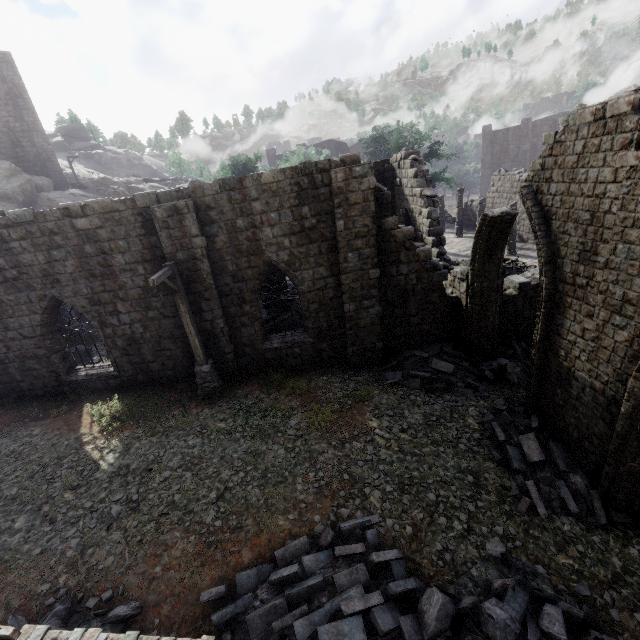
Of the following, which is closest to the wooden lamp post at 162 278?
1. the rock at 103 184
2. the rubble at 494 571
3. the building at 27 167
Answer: the building at 27 167

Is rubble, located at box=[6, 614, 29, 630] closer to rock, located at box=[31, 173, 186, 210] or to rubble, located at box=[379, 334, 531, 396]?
rubble, located at box=[379, 334, 531, 396]

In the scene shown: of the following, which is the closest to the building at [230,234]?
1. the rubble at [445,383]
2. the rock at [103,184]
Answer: the rubble at [445,383]

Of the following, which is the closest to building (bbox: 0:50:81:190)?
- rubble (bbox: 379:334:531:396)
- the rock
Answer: rubble (bbox: 379:334:531:396)

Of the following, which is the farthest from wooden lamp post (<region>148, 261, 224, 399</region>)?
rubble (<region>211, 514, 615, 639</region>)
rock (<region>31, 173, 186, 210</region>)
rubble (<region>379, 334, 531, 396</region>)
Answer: rock (<region>31, 173, 186, 210</region>)

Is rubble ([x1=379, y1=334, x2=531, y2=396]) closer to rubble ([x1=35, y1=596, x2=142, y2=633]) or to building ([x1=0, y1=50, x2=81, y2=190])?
building ([x1=0, y1=50, x2=81, y2=190])

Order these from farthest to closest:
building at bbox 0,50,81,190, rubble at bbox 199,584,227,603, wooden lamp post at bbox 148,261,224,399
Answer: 1. building at bbox 0,50,81,190
2. wooden lamp post at bbox 148,261,224,399
3. rubble at bbox 199,584,227,603

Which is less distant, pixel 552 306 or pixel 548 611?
pixel 548 611
